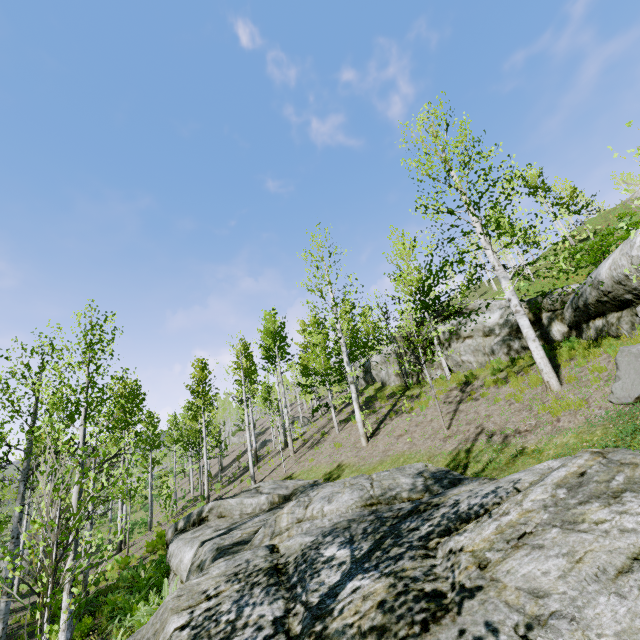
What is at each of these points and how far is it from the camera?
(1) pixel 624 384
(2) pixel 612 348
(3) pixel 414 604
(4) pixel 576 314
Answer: (1) rock, 6.4m
(2) instancedfoliageactor, 8.3m
(3) rock, 3.4m
(4) rock, 10.7m

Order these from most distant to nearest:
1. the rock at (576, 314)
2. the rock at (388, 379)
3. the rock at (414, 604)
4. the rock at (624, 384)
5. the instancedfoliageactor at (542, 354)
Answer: the rock at (388, 379)
the instancedfoliageactor at (542, 354)
the rock at (576, 314)
the rock at (624, 384)
the rock at (414, 604)

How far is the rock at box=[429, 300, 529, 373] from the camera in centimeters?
1369cm

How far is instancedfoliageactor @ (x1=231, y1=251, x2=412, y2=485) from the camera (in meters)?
16.09

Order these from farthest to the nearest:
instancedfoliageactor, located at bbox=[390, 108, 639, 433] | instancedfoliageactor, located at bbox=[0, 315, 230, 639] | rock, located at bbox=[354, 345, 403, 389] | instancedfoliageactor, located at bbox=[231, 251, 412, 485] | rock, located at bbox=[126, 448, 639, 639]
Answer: rock, located at bbox=[354, 345, 403, 389]
instancedfoliageactor, located at bbox=[231, 251, 412, 485]
instancedfoliageactor, located at bbox=[390, 108, 639, 433]
instancedfoliageactor, located at bbox=[0, 315, 230, 639]
rock, located at bbox=[126, 448, 639, 639]

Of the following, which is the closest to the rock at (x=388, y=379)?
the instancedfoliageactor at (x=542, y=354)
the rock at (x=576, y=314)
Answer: the rock at (x=576, y=314)

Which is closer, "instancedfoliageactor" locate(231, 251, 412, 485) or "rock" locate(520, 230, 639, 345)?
"rock" locate(520, 230, 639, 345)
